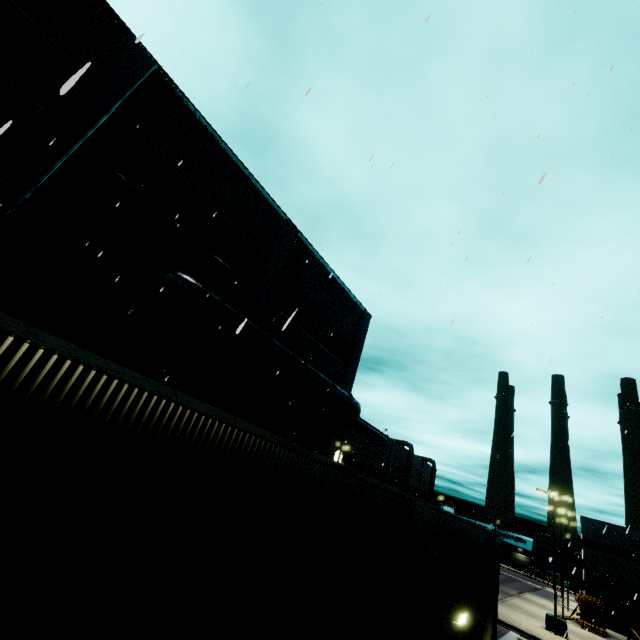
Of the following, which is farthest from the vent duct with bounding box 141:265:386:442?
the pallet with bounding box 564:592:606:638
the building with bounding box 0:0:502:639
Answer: the pallet with bounding box 564:592:606:638

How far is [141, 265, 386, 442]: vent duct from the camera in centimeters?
1007cm

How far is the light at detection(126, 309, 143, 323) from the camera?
9.72m

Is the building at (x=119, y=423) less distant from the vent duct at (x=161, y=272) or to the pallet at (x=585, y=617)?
the vent duct at (x=161, y=272)

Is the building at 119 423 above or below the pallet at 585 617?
above

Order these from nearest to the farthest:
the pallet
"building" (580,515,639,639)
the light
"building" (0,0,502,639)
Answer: "building" (0,0,502,639) → the light → the pallet → "building" (580,515,639,639)

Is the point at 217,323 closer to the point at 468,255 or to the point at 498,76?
the point at 468,255
